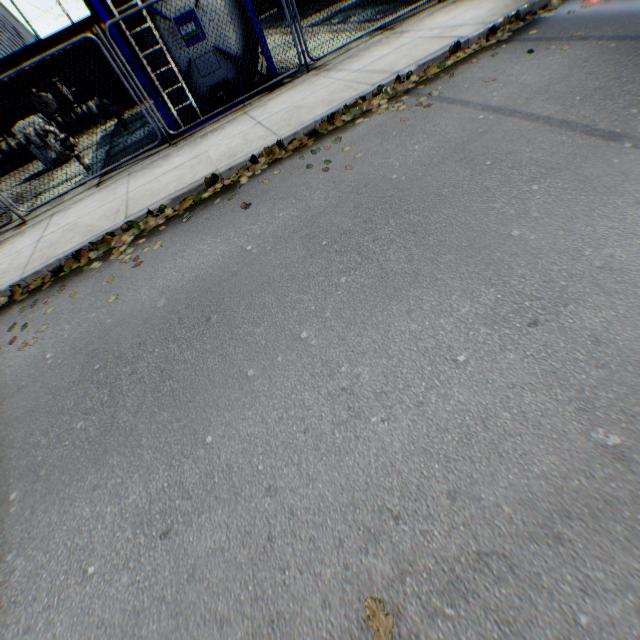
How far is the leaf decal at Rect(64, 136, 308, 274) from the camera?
5.2 meters

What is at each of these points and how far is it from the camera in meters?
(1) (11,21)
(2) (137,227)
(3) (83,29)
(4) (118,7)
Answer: (1) building, 37.1
(2) leaf decal, 5.3
(3) storage container, 12.3
(4) tank container, 6.4

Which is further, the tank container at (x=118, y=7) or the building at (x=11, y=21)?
the building at (x=11, y=21)

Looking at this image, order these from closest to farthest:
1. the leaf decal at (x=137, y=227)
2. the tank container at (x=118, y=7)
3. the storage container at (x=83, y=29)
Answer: the leaf decal at (x=137, y=227), the tank container at (x=118, y=7), the storage container at (x=83, y=29)

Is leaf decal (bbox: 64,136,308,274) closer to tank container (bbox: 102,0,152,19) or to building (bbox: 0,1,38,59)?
tank container (bbox: 102,0,152,19)

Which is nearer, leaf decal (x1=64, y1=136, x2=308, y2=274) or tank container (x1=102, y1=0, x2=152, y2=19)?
leaf decal (x1=64, y1=136, x2=308, y2=274)

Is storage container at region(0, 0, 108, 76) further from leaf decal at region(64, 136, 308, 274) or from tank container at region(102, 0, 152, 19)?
leaf decal at region(64, 136, 308, 274)

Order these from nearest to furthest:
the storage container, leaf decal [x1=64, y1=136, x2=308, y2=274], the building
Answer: leaf decal [x1=64, y1=136, x2=308, y2=274] < the storage container < the building
